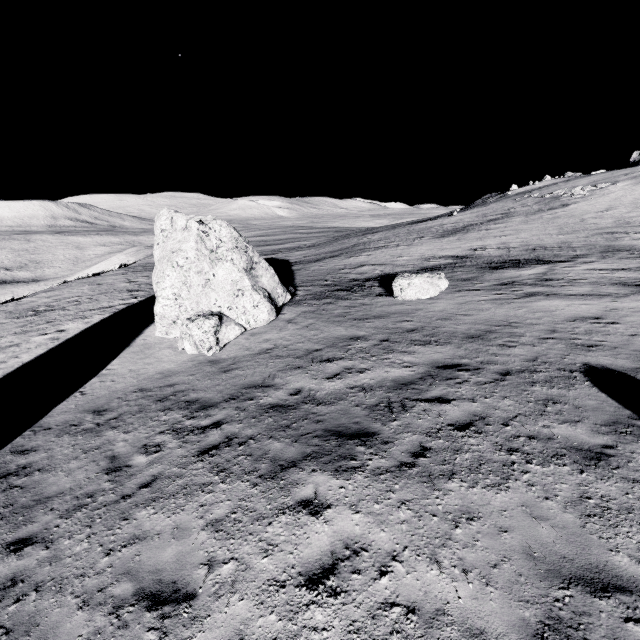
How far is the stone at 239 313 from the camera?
13.52m

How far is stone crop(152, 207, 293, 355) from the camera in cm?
1352

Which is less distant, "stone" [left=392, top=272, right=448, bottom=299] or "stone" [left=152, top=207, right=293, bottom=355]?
"stone" [left=152, top=207, right=293, bottom=355]

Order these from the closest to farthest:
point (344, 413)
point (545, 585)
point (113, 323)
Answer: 1. point (545, 585)
2. point (344, 413)
3. point (113, 323)

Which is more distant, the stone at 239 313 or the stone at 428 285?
the stone at 428 285

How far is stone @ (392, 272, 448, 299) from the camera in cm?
1600
